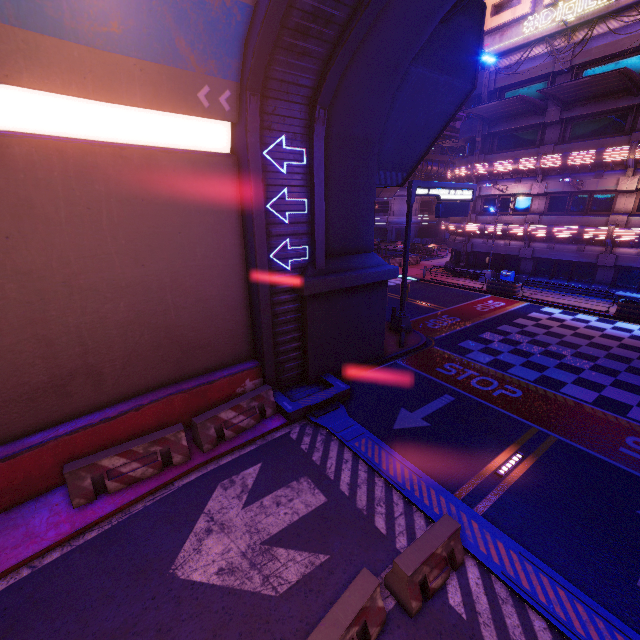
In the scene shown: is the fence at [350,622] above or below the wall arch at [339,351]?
below

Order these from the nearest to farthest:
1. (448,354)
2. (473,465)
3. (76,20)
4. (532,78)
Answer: (76,20), (473,465), (448,354), (532,78)

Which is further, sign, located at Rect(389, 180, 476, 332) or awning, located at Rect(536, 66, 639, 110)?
awning, located at Rect(536, 66, 639, 110)

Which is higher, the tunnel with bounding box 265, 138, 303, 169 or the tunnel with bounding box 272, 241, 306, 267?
the tunnel with bounding box 265, 138, 303, 169

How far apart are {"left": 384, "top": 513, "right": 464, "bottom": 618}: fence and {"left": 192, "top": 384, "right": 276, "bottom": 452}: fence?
5.16m

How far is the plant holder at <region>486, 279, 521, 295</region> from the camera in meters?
22.9

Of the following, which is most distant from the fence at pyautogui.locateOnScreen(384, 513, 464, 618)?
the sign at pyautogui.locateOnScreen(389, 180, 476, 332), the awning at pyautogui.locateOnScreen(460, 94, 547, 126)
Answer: the awning at pyautogui.locateOnScreen(460, 94, 547, 126)

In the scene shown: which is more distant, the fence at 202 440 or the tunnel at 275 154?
the tunnel at 275 154
